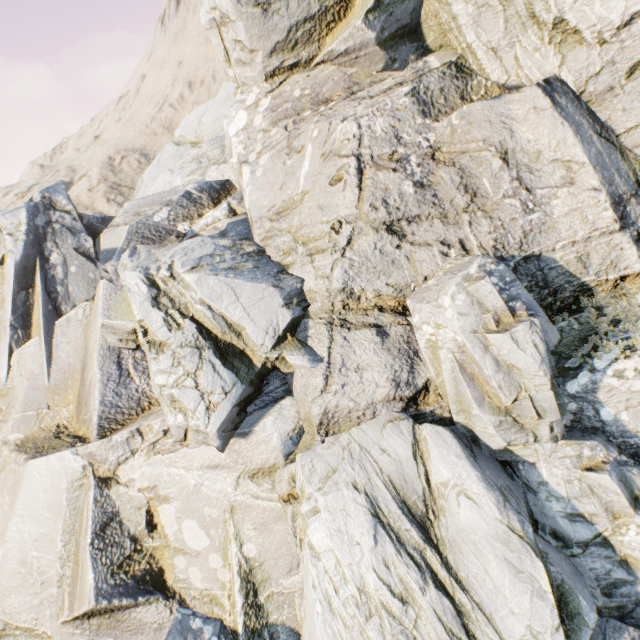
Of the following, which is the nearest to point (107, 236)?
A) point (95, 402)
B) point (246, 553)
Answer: point (95, 402)
